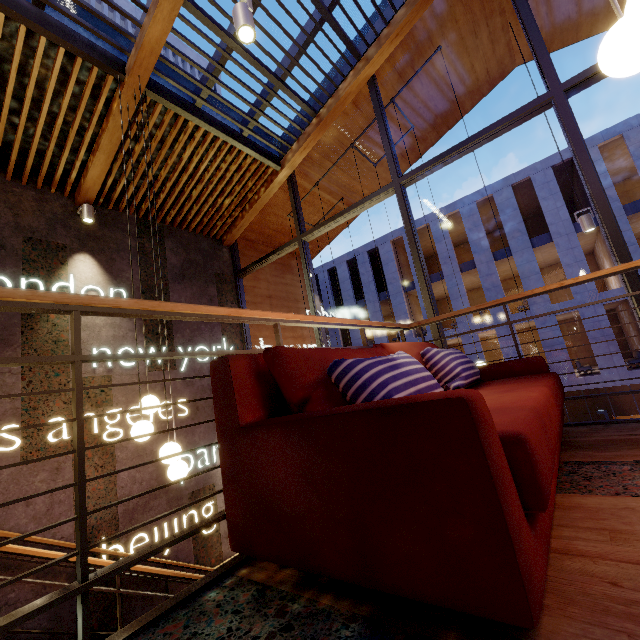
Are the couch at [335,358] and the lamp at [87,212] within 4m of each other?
no

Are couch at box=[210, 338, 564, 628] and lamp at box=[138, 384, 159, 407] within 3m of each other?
yes

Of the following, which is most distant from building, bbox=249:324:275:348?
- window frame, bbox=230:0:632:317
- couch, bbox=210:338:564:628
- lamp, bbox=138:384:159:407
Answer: couch, bbox=210:338:564:628

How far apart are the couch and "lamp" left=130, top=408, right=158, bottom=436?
1.9 meters

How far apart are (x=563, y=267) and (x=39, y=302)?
21.5m

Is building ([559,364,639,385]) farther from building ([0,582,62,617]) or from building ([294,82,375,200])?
building ([0,582,62,617])

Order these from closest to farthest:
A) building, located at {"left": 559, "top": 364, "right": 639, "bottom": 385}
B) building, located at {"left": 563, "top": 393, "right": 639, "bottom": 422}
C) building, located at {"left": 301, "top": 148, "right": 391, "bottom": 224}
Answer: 1. building, located at {"left": 301, "top": 148, "right": 391, "bottom": 224}
2. building, located at {"left": 559, "top": 364, "right": 639, "bottom": 385}
3. building, located at {"left": 563, "top": 393, "right": 639, "bottom": 422}

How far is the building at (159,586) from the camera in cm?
424
